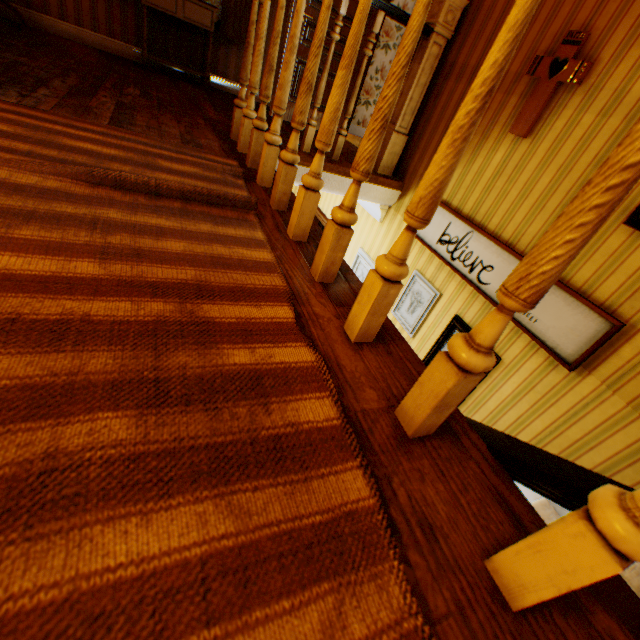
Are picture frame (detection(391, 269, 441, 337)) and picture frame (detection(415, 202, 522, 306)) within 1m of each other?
yes

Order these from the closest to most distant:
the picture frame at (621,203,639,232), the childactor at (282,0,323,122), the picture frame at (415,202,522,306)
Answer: the picture frame at (621,203,639,232) → the picture frame at (415,202,522,306) → the childactor at (282,0,323,122)

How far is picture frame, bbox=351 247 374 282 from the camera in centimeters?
409cm

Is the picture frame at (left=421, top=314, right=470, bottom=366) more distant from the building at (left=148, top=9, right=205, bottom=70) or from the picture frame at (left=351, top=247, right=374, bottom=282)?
the picture frame at (left=351, top=247, right=374, bottom=282)

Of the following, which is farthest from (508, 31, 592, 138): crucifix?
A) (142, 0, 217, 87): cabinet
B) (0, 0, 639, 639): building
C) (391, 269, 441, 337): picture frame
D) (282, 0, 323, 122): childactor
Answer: (142, 0, 217, 87): cabinet

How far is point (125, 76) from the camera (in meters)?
3.33

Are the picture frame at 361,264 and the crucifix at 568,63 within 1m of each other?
no

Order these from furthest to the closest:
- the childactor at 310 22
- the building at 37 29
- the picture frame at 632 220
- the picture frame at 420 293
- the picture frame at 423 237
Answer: the childactor at 310 22 < the picture frame at 420 293 < the picture frame at 423 237 < the picture frame at 632 220 < the building at 37 29
